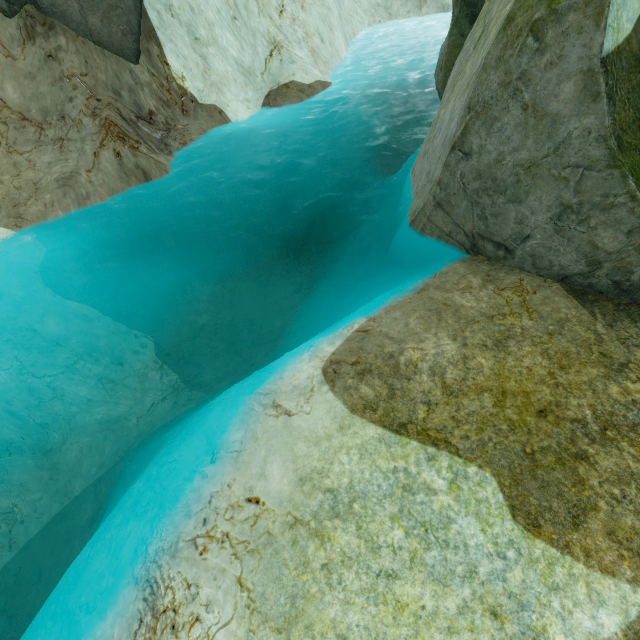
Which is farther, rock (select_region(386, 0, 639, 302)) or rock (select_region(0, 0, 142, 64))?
rock (select_region(0, 0, 142, 64))

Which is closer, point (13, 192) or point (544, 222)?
point (544, 222)

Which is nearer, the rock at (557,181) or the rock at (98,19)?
the rock at (557,181)
